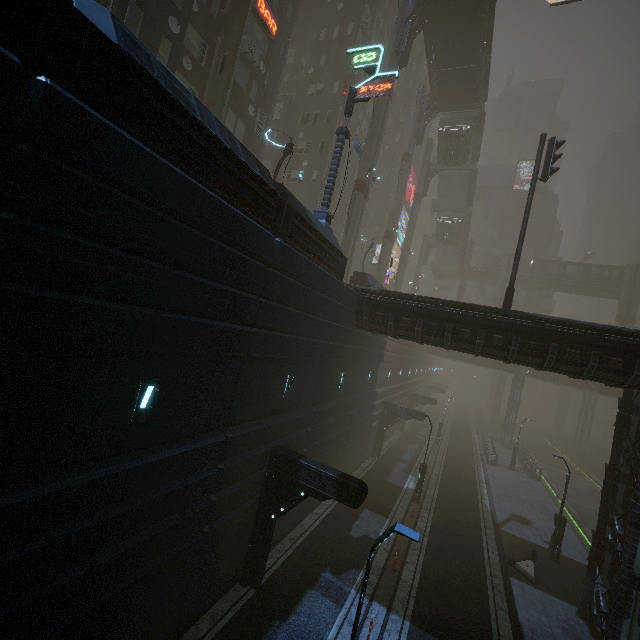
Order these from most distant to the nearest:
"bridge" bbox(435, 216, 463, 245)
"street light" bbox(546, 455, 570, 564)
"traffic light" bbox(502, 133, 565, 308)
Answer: "bridge" bbox(435, 216, 463, 245)
"street light" bbox(546, 455, 570, 564)
"traffic light" bbox(502, 133, 565, 308)

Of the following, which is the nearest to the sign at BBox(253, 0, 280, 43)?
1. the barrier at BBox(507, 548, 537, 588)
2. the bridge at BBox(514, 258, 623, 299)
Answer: the barrier at BBox(507, 548, 537, 588)

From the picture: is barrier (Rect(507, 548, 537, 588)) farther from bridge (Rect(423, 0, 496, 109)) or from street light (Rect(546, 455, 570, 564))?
bridge (Rect(423, 0, 496, 109))

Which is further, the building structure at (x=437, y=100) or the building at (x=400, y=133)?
the building at (x=400, y=133)

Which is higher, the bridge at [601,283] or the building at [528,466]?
the bridge at [601,283]

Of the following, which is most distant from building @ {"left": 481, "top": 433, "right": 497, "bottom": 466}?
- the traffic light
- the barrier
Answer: the barrier

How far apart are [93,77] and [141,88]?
0.9m

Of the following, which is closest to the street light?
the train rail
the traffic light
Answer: the train rail
